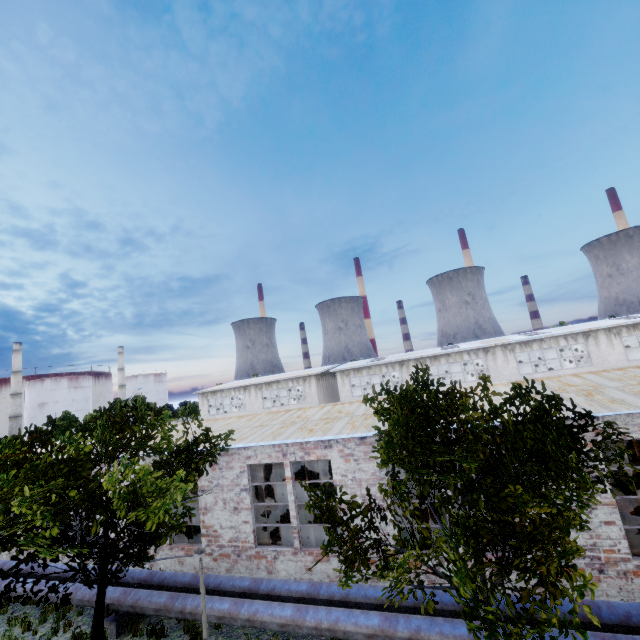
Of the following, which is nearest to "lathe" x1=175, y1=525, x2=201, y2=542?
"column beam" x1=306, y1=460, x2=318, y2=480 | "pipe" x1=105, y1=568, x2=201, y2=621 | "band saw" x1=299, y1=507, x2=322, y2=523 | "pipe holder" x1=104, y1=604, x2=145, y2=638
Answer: "column beam" x1=306, y1=460, x2=318, y2=480

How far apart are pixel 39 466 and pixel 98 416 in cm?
312

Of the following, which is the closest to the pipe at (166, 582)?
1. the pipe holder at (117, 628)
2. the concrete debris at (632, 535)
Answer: the pipe holder at (117, 628)

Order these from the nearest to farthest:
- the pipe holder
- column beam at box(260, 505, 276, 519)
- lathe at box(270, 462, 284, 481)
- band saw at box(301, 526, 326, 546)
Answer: the pipe holder < band saw at box(301, 526, 326, 546) < column beam at box(260, 505, 276, 519) < lathe at box(270, 462, 284, 481)

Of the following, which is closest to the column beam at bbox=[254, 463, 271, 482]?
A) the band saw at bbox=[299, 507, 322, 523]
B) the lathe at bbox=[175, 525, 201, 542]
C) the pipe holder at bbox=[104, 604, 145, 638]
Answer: the lathe at bbox=[175, 525, 201, 542]

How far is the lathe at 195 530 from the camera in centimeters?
1527cm

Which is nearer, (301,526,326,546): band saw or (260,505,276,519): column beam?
(301,526,326,546): band saw
